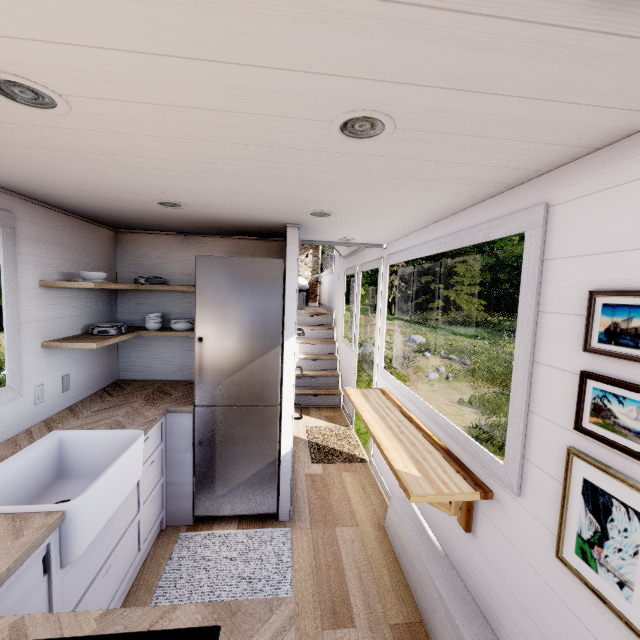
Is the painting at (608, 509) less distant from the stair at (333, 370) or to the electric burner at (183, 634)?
the electric burner at (183, 634)

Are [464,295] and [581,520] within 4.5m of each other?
no

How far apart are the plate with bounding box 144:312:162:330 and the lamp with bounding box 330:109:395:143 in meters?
2.6 m

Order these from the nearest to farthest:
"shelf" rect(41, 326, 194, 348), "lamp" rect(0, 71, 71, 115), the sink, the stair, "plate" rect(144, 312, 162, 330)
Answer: "lamp" rect(0, 71, 71, 115), the sink, "shelf" rect(41, 326, 194, 348), "plate" rect(144, 312, 162, 330), the stair

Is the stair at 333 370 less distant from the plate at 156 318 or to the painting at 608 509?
the plate at 156 318

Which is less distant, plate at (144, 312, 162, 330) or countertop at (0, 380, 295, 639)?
countertop at (0, 380, 295, 639)

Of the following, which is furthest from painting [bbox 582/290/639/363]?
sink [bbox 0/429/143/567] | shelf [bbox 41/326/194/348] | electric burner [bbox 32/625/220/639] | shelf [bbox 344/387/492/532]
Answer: shelf [bbox 41/326/194/348]

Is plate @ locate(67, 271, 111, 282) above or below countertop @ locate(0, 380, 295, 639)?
above
